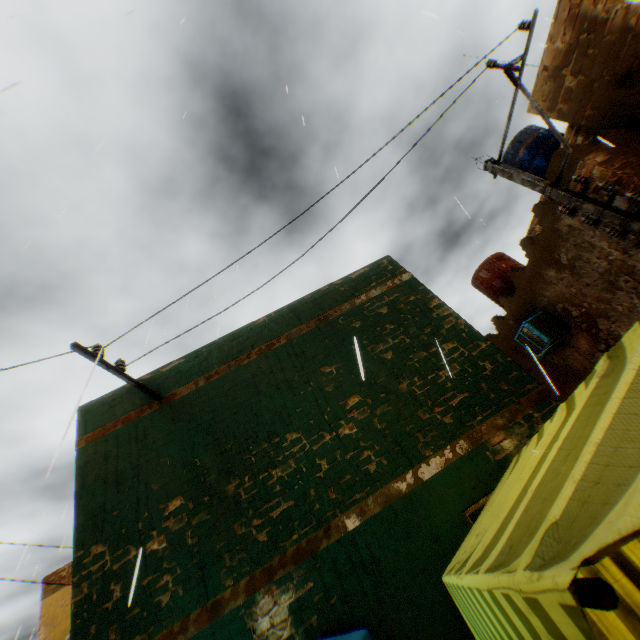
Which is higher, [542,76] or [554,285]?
[542,76]

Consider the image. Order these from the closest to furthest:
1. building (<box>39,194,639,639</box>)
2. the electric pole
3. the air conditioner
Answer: building (<box>39,194,639,639</box>) → the electric pole → the air conditioner

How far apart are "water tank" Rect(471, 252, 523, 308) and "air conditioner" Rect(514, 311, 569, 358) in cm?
250

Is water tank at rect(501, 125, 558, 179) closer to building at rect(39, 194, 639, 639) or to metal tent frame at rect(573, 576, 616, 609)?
building at rect(39, 194, 639, 639)

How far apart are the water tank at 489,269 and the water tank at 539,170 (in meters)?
2.31

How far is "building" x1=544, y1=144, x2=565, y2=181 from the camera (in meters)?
6.58

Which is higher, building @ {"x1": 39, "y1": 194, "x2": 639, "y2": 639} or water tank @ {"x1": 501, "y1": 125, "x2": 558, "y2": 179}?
water tank @ {"x1": 501, "y1": 125, "x2": 558, "y2": 179}

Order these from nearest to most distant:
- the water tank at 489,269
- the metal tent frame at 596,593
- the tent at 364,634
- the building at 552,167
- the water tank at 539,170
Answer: the metal tent frame at 596,593
the tent at 364,634
the building at 552,167
the water tank at 539,170
the water tank at 489,269
